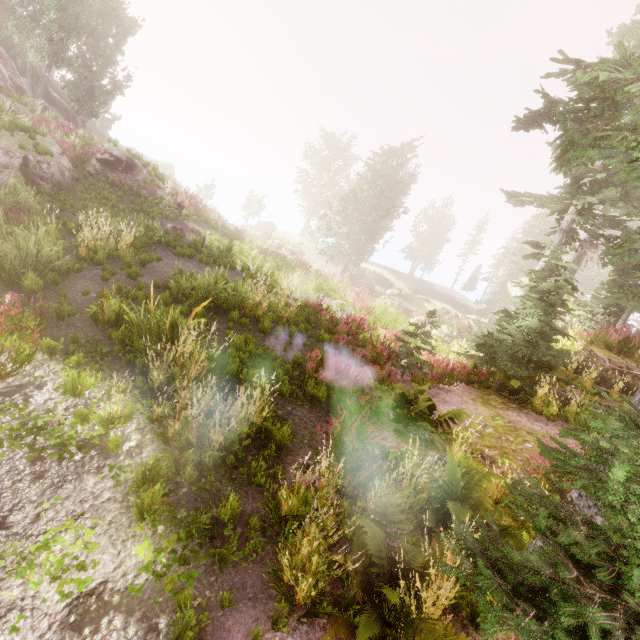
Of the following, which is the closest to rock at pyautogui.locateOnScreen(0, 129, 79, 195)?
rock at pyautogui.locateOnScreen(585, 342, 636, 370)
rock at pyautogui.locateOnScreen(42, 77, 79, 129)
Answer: rock at pyautogui.locateOnScreen(42, 77, 79, 129)

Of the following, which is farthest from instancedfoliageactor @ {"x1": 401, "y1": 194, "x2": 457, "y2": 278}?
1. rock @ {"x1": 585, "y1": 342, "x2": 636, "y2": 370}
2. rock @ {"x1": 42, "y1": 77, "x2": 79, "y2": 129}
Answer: rock @ {"x1": 42, "y1": 77, "x2": 79, "y2": 129}

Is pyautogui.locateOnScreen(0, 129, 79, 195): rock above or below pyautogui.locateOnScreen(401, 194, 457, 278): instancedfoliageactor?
below

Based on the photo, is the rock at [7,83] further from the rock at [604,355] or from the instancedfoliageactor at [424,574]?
the rock at [604,355]

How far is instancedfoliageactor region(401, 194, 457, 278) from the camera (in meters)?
53.69

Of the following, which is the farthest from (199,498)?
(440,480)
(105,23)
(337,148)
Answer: (337,148)

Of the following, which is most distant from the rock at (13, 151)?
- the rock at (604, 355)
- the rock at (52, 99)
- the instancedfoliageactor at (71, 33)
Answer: the rock at (604, 355)
